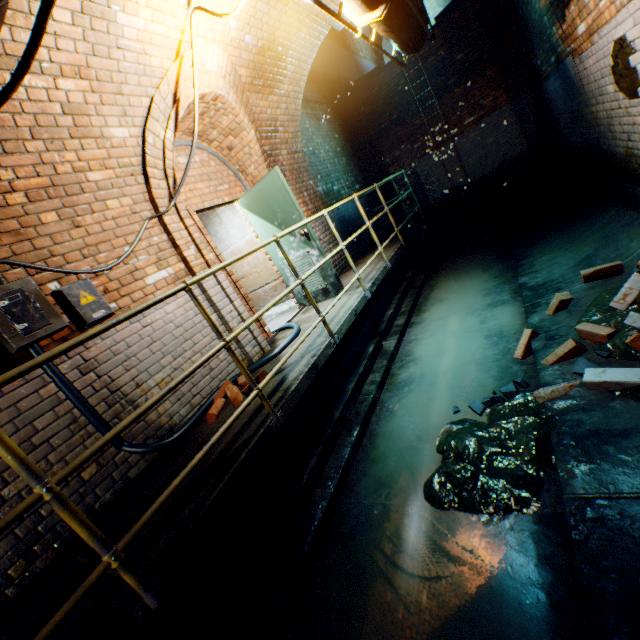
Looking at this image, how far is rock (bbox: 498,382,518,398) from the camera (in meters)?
2.68

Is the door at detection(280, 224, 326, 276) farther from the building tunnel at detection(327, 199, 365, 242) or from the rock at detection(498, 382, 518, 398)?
the rock at detection(498, 382, 518, 398)

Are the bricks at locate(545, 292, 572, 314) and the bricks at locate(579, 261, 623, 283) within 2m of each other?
yes

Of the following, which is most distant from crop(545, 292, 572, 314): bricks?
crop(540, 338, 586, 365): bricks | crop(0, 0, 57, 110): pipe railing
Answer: crop(0, 0, 57, 110): pipe railing

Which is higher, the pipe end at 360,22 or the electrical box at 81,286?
the pipe end at 360,22

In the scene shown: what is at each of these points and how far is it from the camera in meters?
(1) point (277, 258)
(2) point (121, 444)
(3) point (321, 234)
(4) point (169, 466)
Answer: (1) door, 5.5 m
(2) cable, 2.8 m
(3) building tunnel, 6.9 m
(4) walkway, 2.8 m

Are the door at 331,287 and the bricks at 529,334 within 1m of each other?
no

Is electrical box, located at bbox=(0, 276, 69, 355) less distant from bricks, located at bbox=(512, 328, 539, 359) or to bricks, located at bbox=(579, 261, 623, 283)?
bricks, located at bbox=(512, 328, 539, 359)
